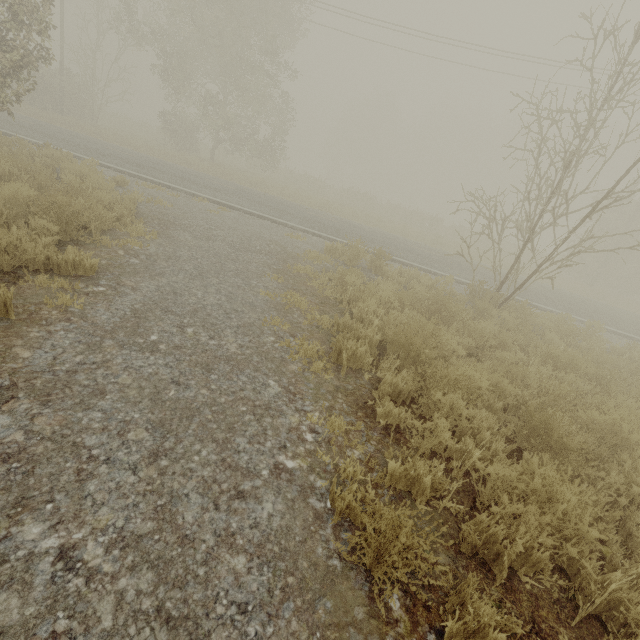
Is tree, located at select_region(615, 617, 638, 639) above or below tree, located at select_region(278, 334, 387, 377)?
above

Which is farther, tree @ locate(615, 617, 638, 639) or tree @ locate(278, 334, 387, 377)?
tree @ locate(278, 334, 387, 377)

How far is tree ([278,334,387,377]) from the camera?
4.3m

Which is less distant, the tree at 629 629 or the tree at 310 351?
the tree at 629 629

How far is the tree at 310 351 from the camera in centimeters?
427cm

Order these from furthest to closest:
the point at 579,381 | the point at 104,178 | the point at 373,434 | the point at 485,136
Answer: the point at 485,136, the point at 104,178, the point at 579,381, the point at 373,434
